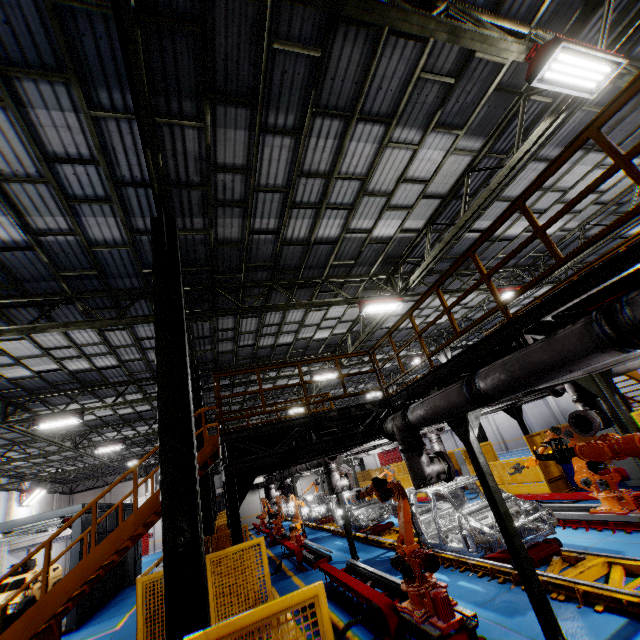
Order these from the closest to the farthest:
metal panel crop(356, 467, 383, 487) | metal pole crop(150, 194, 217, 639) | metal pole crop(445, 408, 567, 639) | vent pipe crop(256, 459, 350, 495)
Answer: metal pole crop(150, 194, 217, 639), metal pole crop(445, 408, 567, 639), vent pipe crop(256, 459, 350, 495), metal panel crop(356, 467, 383, 487)

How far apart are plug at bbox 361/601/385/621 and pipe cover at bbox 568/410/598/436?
5.8 meters

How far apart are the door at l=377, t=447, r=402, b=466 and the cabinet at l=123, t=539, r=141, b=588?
33.1m

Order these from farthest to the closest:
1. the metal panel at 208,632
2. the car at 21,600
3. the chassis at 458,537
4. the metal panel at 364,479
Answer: the metal panel at 364,479 → the car at 21,600 → the chassis at 458,537 → the metal panel at 208,632

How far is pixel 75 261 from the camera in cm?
806

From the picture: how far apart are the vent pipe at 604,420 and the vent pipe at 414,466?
3.7m

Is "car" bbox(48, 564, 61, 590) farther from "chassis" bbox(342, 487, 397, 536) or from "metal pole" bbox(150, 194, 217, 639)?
"metal pole" bbox(150, 194, 217, 639)

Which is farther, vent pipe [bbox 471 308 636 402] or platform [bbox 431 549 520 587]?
platform [bbox 431 549 520 587]
